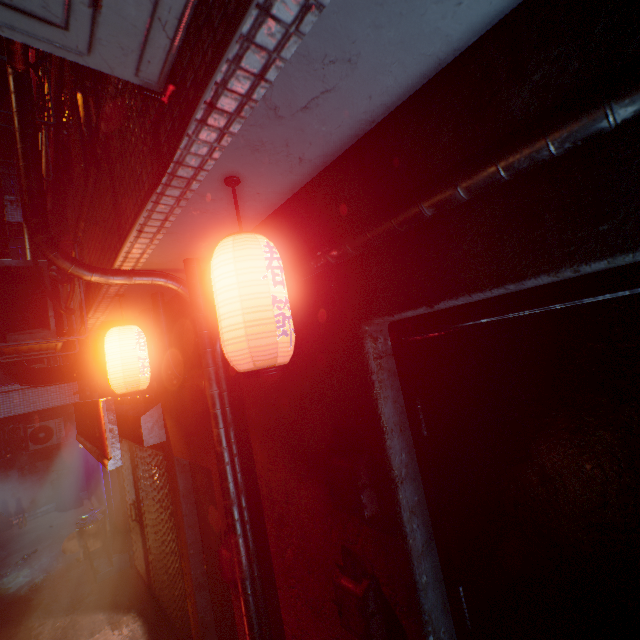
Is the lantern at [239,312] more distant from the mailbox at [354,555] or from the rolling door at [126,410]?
the rolling door at [126,410]

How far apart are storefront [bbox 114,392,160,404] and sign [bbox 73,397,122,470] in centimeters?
16cm

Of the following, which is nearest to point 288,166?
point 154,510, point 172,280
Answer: point 172,280

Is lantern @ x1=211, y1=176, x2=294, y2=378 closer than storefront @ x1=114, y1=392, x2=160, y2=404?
Yes

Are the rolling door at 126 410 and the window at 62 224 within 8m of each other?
yes

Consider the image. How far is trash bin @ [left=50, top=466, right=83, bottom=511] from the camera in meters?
9.3

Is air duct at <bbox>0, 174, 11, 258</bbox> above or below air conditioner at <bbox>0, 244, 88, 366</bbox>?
above

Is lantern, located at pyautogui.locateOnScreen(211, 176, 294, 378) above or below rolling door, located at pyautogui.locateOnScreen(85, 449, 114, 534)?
above
